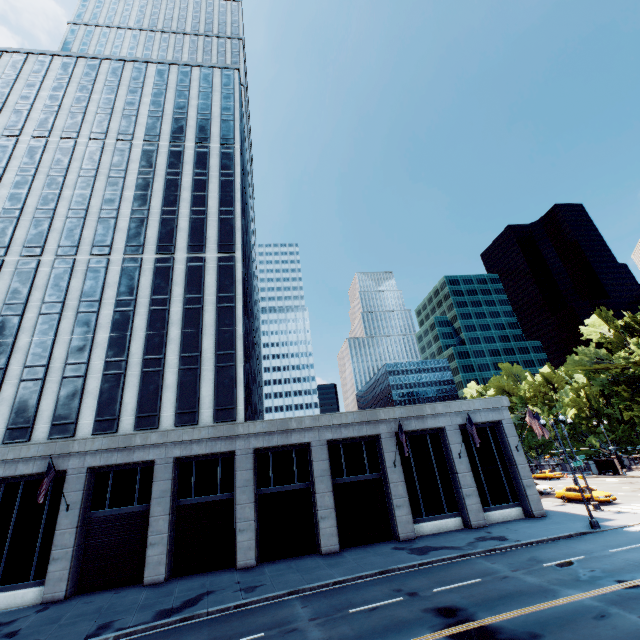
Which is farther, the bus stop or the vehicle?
the bus stop

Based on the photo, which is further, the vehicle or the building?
the vehicle

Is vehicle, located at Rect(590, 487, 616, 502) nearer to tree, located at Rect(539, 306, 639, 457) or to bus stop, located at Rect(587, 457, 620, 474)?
tree, located at Rect(539, 306, 639, 457)

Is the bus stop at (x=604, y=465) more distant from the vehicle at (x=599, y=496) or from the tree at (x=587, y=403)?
the vehicle at (x=599, y=496)

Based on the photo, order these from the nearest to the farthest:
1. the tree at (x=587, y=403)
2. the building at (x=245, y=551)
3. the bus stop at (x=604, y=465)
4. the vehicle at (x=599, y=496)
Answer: the building at (x=245, y=551), the vehicle at (x=599, y=496), the tree at (x=587, y=403), the bus stop at (x=604, y=465)

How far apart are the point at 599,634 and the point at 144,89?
62.1 meters

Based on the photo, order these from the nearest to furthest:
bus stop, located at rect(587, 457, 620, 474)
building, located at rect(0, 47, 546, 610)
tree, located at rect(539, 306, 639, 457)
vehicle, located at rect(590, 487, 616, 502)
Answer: building, located at rect(0, 47, 546, 610) → vehicle, located at rect(590, 487, 616, 502) → tree, located at rect(539, 306, 639, 457) → bus stop, located at rect(587, 457, 620, 474)

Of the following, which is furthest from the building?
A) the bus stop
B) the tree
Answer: the bus stop
